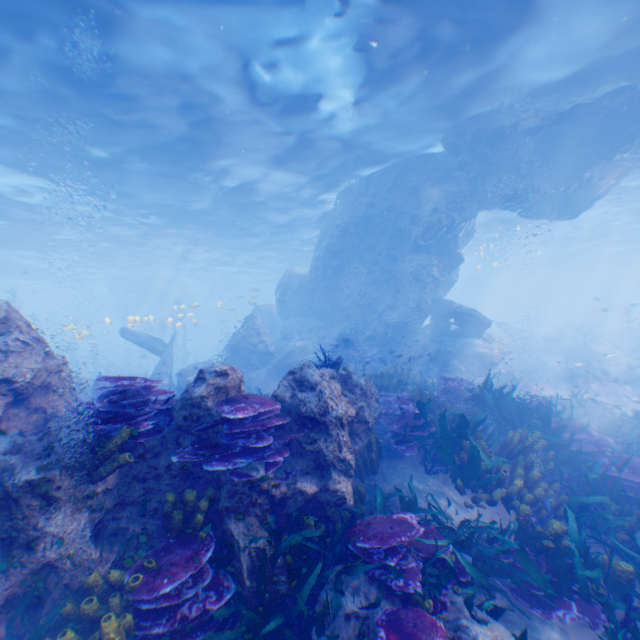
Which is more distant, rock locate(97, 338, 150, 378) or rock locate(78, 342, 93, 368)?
rock locate(78, 342, 93, 368)

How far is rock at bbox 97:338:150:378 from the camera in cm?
2860

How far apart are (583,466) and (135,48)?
15.9m

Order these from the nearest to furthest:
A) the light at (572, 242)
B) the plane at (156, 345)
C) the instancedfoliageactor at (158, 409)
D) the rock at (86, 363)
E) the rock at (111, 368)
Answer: the instancedfoliageactor at (158, 409)
the plane at (156, 345)
the light at (572, 242)
the rock at (111, 368)
the rock at (86, 363)

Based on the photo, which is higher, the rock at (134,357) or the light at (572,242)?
the light at (572,242)

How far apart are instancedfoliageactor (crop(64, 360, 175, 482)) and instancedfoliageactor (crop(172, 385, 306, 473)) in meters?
0.5 m

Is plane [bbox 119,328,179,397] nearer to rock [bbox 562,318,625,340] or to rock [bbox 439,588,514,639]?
rock [bbox 439,588,514,639]

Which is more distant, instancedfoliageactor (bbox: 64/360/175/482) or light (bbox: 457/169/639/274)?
light (bbox: 457/169/639/274)
